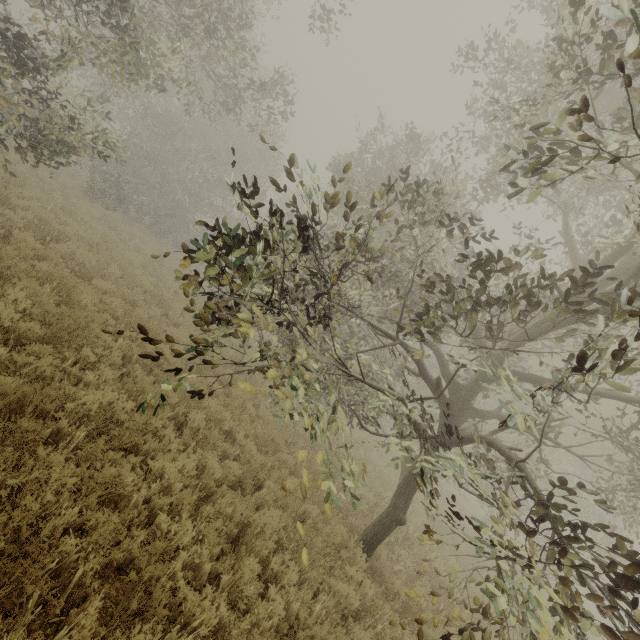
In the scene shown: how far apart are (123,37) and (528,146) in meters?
7.7 m

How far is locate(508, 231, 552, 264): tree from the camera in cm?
393

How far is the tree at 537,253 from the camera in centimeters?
393cm
